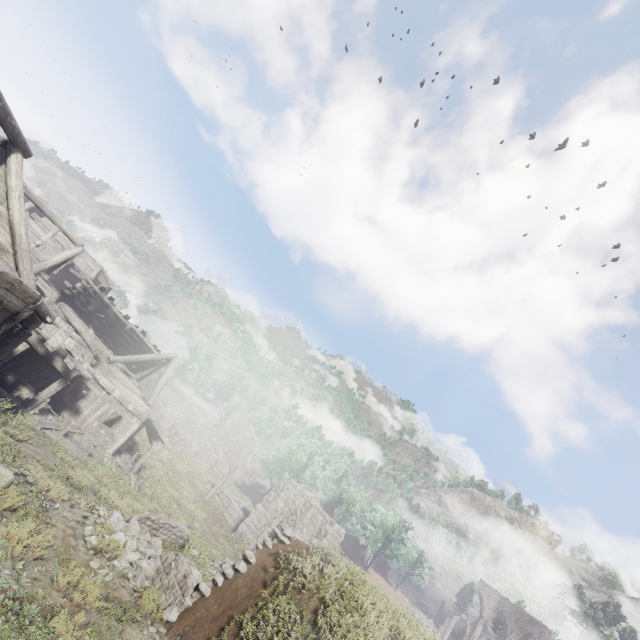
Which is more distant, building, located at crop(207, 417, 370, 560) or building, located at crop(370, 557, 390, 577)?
building, located at crop(370, 557, 390, 577)

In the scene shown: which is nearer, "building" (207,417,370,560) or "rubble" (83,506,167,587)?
"rubble" (83,506,167,587)

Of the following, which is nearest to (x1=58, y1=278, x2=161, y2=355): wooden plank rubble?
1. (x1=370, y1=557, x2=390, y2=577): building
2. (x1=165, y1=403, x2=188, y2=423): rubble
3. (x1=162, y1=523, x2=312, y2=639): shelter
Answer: (x1=162, y1=523, x2=312, y2=639): shelter

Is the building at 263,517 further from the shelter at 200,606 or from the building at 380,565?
the building at 380,565

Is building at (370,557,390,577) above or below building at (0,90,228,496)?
above

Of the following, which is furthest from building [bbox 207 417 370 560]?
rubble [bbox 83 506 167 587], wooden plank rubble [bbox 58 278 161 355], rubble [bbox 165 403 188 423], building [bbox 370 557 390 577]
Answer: building [bbox 370 557 390 577]

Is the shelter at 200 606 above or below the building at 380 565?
below

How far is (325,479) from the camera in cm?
3925
